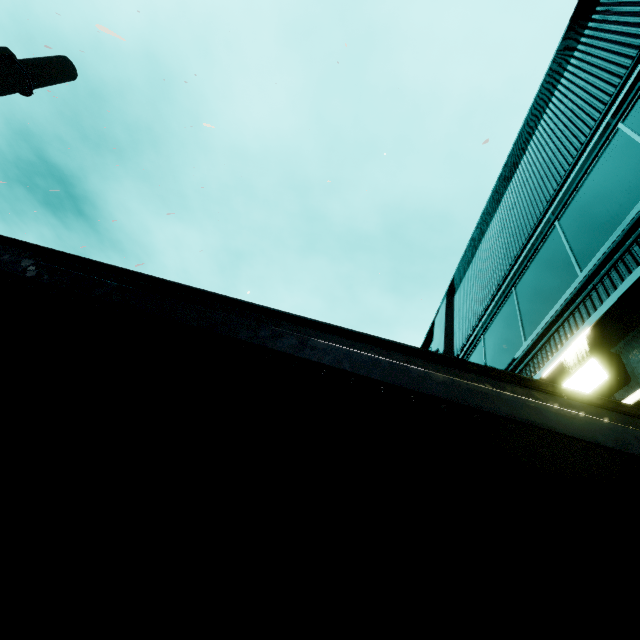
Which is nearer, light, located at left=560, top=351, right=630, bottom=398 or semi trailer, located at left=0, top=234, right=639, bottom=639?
semi trailer, located at left=0, top=234, right=639, bottom=639

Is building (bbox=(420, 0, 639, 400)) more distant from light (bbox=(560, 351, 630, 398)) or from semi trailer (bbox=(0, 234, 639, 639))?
semi trailer (bbox=(0, 234, 639, 639))

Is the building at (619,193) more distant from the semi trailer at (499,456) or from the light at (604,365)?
the semi trailer at (499,456)

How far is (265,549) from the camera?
0.79m

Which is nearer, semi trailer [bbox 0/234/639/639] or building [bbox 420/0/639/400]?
semi trailer [bbox 0/234/639/639]

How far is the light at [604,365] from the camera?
2.37m

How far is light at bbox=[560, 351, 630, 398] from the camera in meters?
2.4 m
